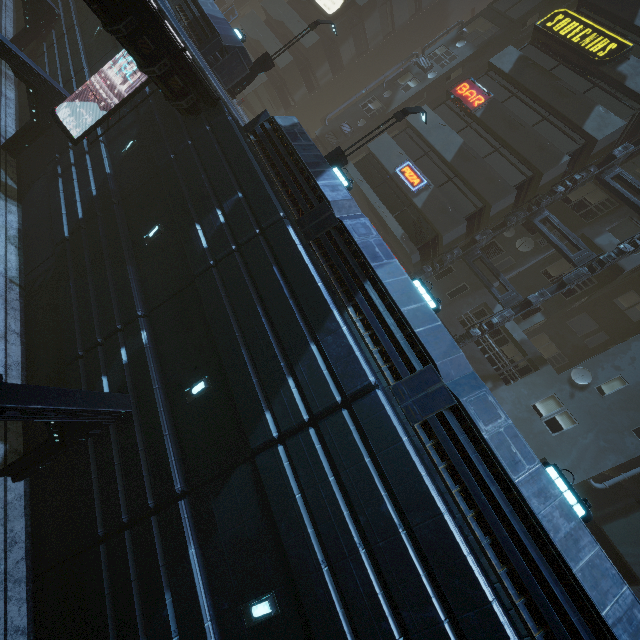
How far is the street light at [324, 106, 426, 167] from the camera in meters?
13.4

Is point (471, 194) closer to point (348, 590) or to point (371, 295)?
point (371, 295)

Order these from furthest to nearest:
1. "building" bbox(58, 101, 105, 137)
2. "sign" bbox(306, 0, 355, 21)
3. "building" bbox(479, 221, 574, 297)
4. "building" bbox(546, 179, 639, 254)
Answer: "sign" bbox(306, 0, 355, 21) → "building" bbox(479, 221, 574, 297) → "building" bbox(546, 179, 639, 254) → "building" bbox(58, 101, 105, 137)

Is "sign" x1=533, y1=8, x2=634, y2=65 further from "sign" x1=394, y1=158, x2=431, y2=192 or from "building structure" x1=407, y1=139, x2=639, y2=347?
"sign" x1=394, y1=158, x2=431, y2=192

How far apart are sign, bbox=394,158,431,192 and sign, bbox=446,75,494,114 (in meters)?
4.37

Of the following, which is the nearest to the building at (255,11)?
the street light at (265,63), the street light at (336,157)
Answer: the street light at (265,63)

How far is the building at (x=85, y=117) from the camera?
16.4 meters

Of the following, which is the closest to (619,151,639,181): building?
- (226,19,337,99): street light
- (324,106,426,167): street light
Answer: (226,19,337,99): street light
